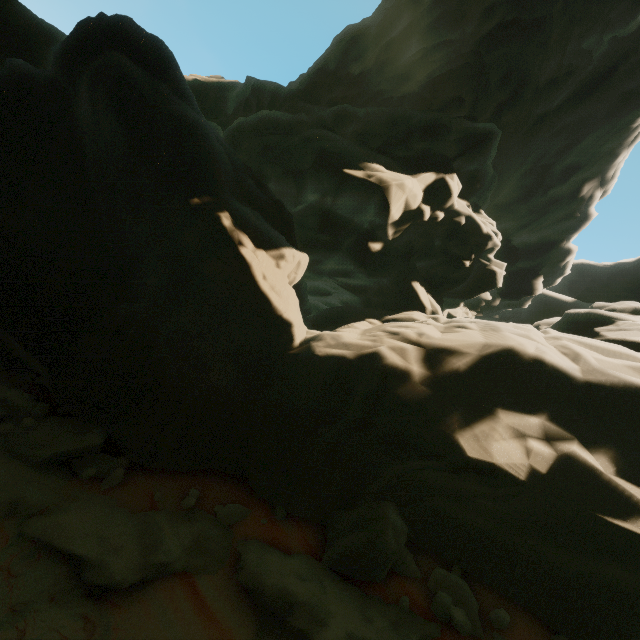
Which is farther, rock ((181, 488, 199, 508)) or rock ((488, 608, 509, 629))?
rock ((181, 488, 199, 508))

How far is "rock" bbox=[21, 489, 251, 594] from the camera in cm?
525

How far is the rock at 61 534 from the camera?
5.2 meters

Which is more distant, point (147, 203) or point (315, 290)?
point (315, 290)

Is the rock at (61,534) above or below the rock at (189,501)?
below
